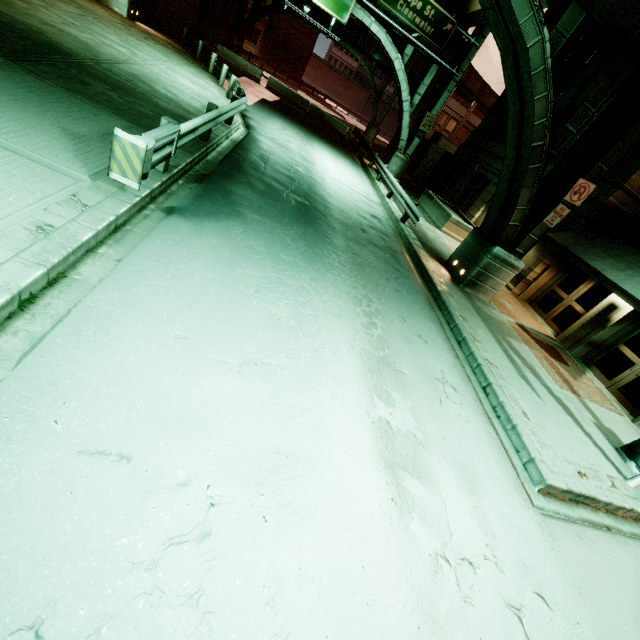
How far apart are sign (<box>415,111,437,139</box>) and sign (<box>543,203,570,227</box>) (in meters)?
15.93

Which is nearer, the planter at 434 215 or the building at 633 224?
the building at 633 224

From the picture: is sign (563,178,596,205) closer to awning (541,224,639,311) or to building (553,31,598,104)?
awning (541,224,639,311)

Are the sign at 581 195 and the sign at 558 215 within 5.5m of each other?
yes

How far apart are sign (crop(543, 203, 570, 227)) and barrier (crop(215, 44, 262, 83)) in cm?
2851

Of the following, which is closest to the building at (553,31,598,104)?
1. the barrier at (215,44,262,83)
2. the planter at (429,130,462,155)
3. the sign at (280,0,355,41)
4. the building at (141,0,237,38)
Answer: the sign at (280,0,355,41)

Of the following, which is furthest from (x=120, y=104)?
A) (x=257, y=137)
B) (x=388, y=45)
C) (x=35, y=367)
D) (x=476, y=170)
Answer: (x=476, y=170)

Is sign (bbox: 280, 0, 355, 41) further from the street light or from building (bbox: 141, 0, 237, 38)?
the street light
